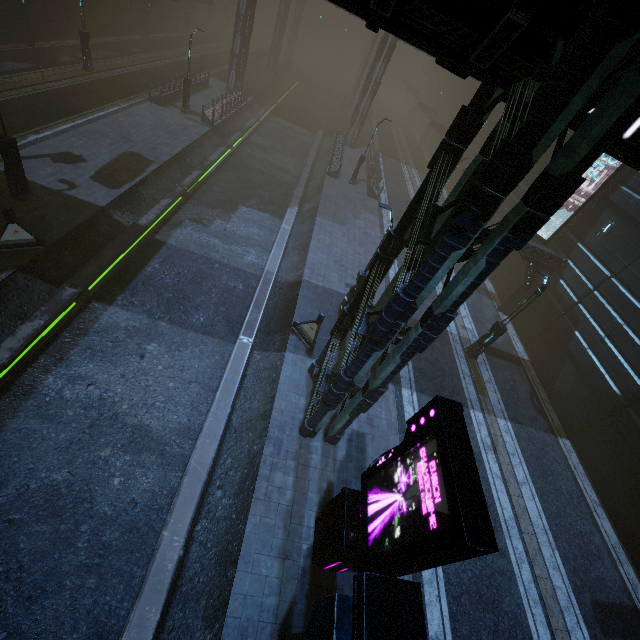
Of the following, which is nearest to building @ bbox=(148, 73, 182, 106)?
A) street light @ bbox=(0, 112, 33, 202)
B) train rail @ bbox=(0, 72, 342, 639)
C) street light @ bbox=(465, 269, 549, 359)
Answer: train rail @ bbox=(0, 72, 342, 639)

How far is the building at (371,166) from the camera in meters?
28.1 m

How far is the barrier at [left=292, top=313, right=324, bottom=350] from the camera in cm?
1359

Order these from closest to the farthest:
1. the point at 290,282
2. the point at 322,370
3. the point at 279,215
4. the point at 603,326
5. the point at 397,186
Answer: the point at 322,370 → the point at 603,326 → the point at 290,282 → the point at 279,215 → the point at 397,186

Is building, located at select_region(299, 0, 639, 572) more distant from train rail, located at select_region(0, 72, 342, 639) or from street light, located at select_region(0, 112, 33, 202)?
street light, located at select_region(0, 112, 33, 202)

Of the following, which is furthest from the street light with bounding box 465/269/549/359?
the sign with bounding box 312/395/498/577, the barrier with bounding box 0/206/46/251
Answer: the barrier with bounding box 0/206/46/251

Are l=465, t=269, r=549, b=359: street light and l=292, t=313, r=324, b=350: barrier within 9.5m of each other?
yes

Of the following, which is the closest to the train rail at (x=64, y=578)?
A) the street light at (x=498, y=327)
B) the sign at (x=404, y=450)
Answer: the sign at (x=404, y=450)
